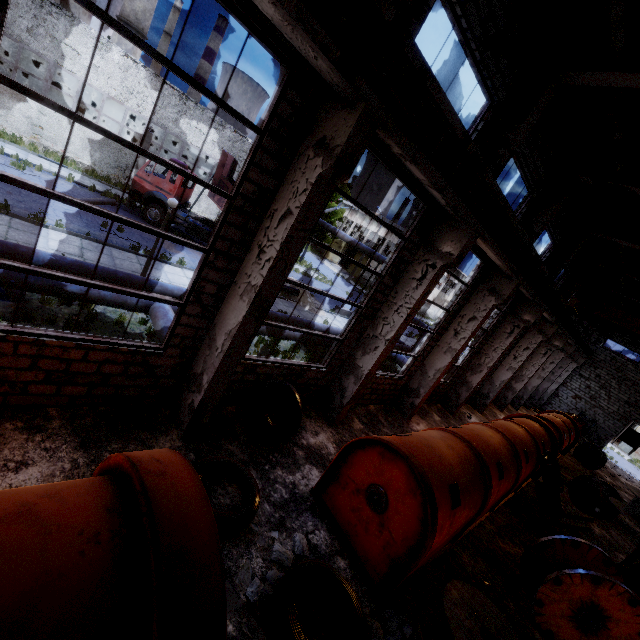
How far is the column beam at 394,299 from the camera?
7.96m

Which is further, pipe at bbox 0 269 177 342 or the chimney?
the chimney

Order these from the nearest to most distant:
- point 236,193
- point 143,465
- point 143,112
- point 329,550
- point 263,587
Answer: point 143,465 < point 263,587 < point 236,193 < point 329,550 < point 143,112

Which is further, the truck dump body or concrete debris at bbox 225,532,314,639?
the truck dump body

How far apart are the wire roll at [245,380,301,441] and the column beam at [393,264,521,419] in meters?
6.1 m

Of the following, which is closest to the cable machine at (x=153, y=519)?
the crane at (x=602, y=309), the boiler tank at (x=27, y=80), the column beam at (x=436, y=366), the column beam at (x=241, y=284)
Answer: the column beam at (x=241, y=284)

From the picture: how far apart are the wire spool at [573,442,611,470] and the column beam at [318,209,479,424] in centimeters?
2041cm

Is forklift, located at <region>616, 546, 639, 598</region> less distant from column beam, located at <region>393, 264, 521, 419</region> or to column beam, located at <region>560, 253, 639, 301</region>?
column beam, located at <region>393, 264, 521, 419</region>
